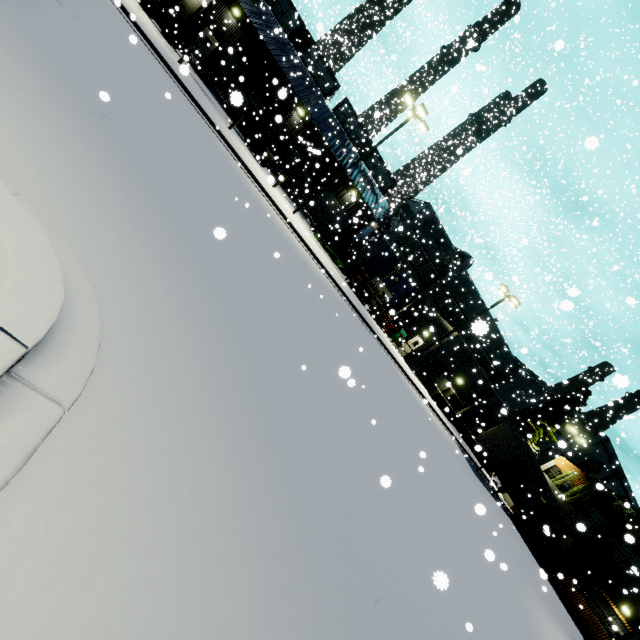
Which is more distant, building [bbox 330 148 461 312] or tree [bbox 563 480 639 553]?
building [bbox 330 148 461 312]

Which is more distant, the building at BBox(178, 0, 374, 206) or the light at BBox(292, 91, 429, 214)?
the building at BBox(178, 0, 374, 206)

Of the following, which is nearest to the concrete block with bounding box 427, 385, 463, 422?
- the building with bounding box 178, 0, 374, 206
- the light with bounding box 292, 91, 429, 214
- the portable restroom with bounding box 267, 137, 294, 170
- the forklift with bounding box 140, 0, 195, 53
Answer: the building with bounding box 178, 0, 374, 206

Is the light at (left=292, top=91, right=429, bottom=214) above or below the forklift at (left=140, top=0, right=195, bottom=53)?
above

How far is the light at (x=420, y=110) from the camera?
18.8m

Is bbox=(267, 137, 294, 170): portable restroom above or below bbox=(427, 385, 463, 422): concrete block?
above

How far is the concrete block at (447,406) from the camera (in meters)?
28.11

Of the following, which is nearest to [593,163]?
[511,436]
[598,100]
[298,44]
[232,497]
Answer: [598,100]
